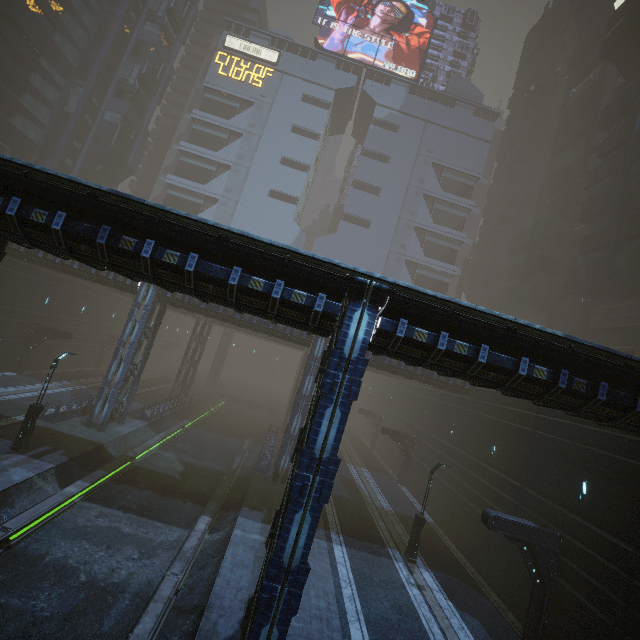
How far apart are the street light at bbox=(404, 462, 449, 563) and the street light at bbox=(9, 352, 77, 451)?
21.9m

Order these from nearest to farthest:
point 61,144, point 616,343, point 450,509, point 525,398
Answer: point 525,398 < point 450,509 < point 616,343 < point 61,144

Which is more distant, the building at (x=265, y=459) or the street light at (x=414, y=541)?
the building at (x=265, y=459)

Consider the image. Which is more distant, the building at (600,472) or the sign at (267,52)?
the sign at (267,52)

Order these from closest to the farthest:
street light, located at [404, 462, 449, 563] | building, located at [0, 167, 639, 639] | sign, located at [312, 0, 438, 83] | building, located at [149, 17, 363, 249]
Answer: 1. building, located at [0, 167, 639, 639]
2. street light, located at [404, 462, 449, 563]
3. building, located at [149, 17, 363, 249]
4. sign, located at [312, 0, 438, 83]

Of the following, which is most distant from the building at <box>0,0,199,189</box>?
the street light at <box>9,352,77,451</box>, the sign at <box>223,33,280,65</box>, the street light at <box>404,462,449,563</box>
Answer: the street light at <box>9,352,77,451</box>

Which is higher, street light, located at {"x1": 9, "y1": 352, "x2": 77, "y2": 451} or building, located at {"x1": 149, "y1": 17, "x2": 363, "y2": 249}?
building, located at {"x1": 149, "y1": 17, "x2": 363, "y2": 249}

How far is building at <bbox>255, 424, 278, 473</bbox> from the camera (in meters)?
24.34
